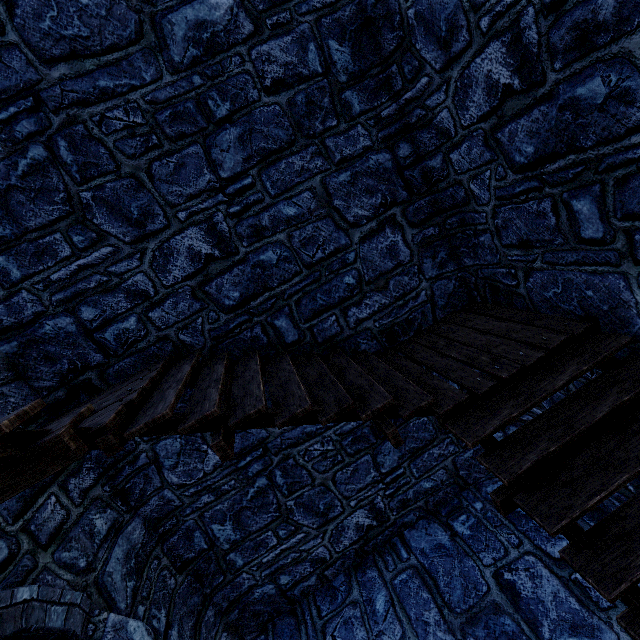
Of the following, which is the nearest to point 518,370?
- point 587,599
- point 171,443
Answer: point 587,599
